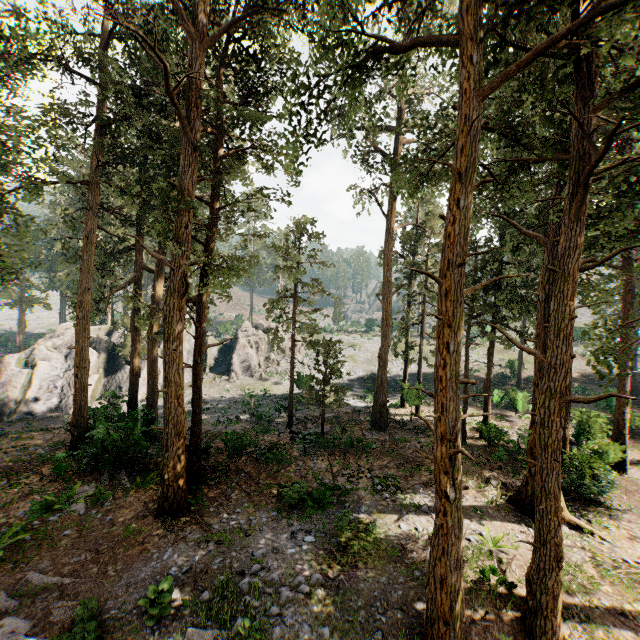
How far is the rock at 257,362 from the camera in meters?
38.7

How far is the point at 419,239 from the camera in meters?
26.7

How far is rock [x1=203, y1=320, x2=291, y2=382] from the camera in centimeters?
3869cm

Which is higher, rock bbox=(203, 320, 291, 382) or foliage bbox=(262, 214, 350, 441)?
foliage bbox=(262, 214, 350, 441)

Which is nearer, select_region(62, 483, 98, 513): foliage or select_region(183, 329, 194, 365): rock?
select_region(62, 483, 98, 513): foliage

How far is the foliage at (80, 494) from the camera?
13.3m
